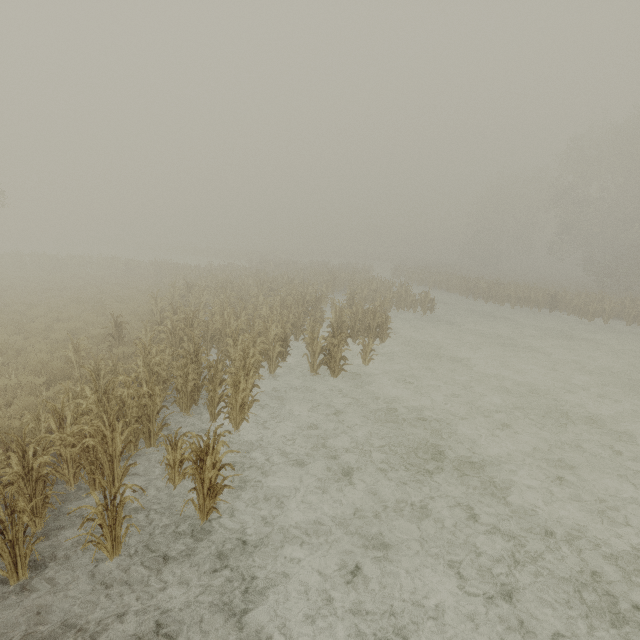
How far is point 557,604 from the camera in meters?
4.7
